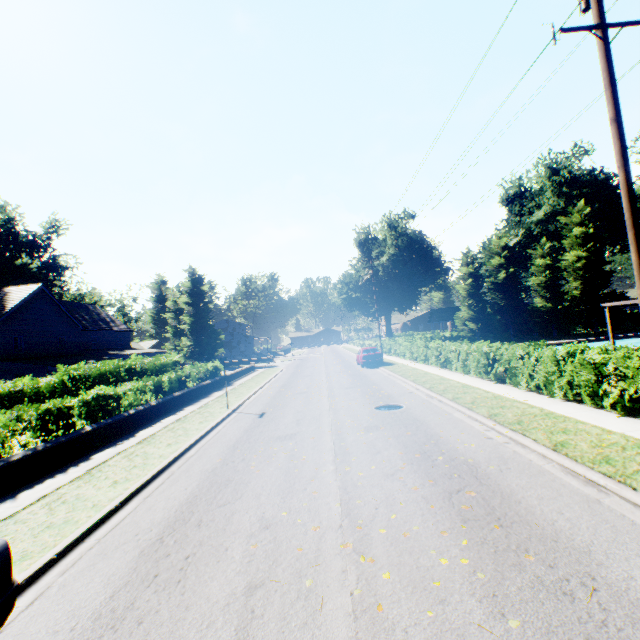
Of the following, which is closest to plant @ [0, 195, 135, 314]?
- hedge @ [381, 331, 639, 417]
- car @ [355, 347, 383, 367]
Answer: hedge @ [381, 331, 639, 417]

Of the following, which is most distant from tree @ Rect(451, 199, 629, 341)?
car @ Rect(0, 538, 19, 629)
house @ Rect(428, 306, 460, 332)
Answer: house @ Rect(428, 306, 460, 332)

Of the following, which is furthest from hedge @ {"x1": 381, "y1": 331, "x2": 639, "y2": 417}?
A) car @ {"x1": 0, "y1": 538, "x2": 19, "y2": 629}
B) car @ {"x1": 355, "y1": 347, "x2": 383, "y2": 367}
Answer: car @ {"x1": 0, "y1": 538, "x2": 19, "y2": 629}

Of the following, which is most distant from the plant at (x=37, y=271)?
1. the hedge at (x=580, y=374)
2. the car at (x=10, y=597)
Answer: the car at (x=10, y=597)

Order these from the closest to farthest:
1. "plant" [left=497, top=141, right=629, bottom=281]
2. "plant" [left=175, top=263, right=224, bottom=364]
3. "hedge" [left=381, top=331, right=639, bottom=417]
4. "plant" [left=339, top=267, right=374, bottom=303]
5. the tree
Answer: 1. "hedge" [left=381, top=331, right=639, bottom=417]
2. the tree
3. "plant" [left=497, top=141, right=629, bottom=281]
4. "plant" [left=175, top=263, right=224, bottom=364]
5. "plant" [left=339, top=267, right=374, bottom=303]

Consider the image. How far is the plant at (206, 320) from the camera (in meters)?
47.47

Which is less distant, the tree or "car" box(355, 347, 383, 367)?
"car" box(355, 347, 383, 367)

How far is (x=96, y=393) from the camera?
12.6 meters
